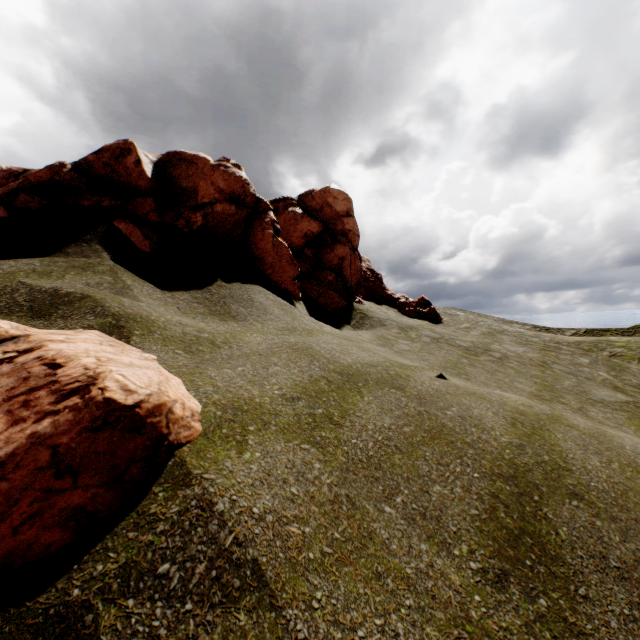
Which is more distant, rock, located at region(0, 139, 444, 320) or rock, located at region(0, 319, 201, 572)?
rock, located at region(0, 139, 444, 320)

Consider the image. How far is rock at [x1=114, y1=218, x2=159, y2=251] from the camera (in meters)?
9.85

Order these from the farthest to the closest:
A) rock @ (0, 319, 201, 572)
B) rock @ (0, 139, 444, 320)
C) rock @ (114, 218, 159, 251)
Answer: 1. rock @ (0, 139, 444, 320)
2. rock @ (114, 218, 159, 251)
3. rock @ (0, 319, 201, 572)

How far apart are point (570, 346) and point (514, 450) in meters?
36.8

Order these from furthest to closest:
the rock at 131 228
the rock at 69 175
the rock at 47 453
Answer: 1. the rock at 69 175
2. the rock at 131 228
3. the rock at 47 453

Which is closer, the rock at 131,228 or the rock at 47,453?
the rock at 47,453
